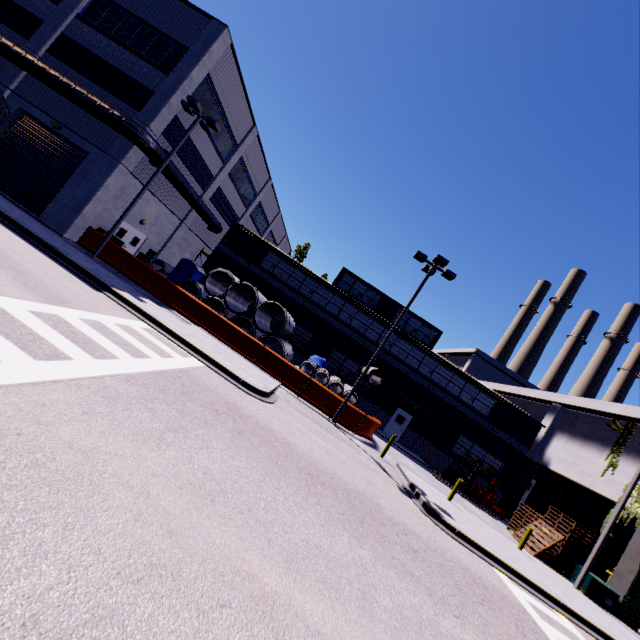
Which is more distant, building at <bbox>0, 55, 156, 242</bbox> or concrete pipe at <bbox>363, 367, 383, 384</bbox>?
concrete pipe at <bbox>363, 367, 383, 384</bbox>

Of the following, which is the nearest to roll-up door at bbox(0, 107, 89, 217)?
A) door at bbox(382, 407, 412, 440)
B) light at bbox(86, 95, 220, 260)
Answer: light at bbox(86, 95, 220, 260)

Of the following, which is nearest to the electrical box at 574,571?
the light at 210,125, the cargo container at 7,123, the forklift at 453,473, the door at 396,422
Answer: the forklift at 453,473

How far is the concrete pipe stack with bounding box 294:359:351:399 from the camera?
20.06m

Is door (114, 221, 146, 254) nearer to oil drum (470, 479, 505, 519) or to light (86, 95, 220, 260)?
light (86, 95, 220, 260)

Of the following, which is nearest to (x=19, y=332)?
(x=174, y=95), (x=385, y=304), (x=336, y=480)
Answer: (x=336, y=480)

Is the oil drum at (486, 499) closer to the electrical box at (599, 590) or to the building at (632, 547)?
the building at (632, 547)

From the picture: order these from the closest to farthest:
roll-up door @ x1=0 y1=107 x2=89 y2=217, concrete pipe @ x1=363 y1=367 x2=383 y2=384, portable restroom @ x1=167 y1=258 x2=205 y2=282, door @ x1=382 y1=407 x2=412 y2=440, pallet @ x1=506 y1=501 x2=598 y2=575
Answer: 1. pallet @ x1=506 y1=501 x2=598 y2=575
2. roll-up door @ x1=0 y1=107 x2=89 y2=217
3. concrete pipe @ x1=363 y1=367 x2=383 y2=384
4. portable restroom @ x1=167 y1=258 x2=205 y2=282
5. door @ x1=382 y1=407 x2=412 y2=440
